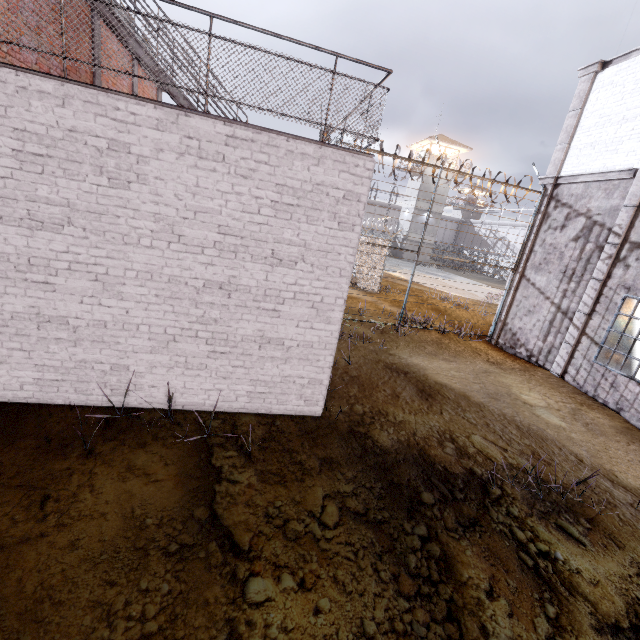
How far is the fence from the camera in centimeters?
1037cm

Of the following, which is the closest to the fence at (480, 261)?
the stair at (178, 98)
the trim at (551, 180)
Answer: the trim at (551, 180)

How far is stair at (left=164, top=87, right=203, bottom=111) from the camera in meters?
7.4

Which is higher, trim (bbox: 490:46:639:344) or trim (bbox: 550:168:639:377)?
trim (bbox: 490:46:639:344)

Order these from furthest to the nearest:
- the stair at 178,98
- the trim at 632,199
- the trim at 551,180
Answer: the trim at 551,180
the trim at 632,199
the stair at 178,98

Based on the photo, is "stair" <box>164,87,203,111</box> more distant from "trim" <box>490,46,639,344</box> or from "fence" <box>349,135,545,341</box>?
"trim" <box>490,46,639,344</box>

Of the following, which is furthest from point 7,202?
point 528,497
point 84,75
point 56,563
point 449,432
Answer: point 528,497

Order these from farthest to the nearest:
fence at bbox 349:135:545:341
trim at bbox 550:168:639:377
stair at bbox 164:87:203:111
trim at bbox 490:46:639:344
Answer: fence at bbox 349:135:545:341, trim at bbox 490:46:639:344, trim at bbox 550:168:639:377, stair at bbox 164:87:203:111
